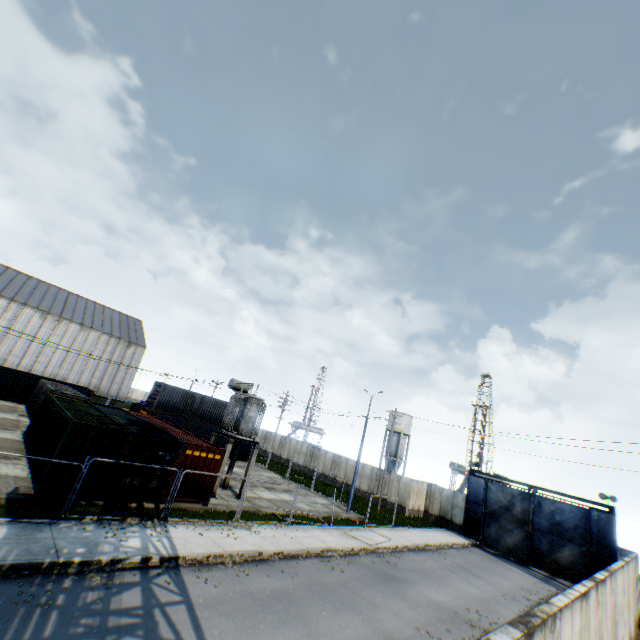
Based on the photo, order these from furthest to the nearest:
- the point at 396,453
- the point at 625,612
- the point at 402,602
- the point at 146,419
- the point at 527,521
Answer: the point at 396,453 < the point at 527,521 < the point at 146,419 < the point at 625,612 < the point at 402,602

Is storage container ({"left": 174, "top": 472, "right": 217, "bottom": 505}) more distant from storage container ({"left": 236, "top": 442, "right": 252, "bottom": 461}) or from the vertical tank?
the vertical tank

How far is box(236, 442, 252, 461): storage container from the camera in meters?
37.7

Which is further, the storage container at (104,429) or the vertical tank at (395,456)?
the vertical tank at (395,456)

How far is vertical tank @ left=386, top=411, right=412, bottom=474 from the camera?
54.4m

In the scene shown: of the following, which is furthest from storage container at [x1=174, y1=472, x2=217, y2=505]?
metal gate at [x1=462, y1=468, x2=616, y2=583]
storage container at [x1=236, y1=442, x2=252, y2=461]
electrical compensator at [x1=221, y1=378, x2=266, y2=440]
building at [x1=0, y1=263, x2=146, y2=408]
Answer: building at [x1=0, y1=263, x2=146, y2=408]

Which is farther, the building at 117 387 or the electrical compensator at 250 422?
the building at 117 387

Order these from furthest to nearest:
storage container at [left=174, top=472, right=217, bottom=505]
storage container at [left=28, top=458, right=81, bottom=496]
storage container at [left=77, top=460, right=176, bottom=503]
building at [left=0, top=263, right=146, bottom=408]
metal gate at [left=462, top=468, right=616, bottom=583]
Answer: building at [left=0, top=263, right=146, bottom=408] < metal gate at [left=462, top=468, right=616, bottom=583] < storage container at [left=174, top=472, right=217, bottom=505] < storage container at [left=77, top=460, right=176, bottom=503] < storage container at [left=28, top=458, right=81, bottom=496]
